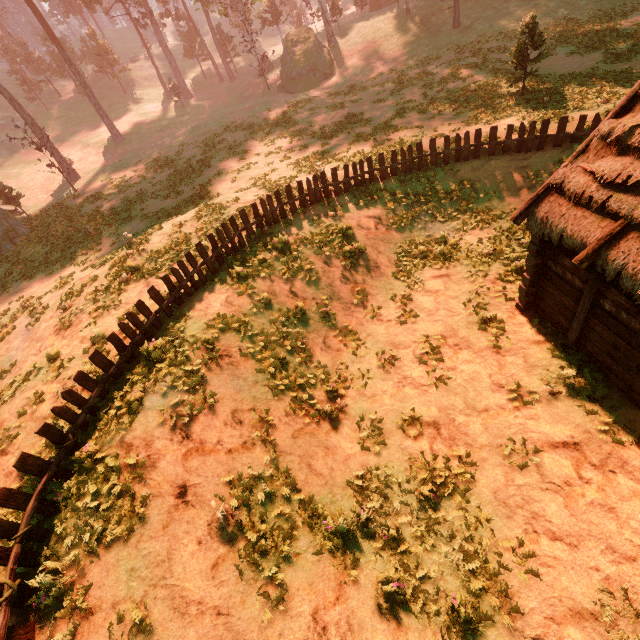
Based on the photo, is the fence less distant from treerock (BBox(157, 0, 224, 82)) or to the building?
the building

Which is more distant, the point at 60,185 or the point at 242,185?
the point at 60,185

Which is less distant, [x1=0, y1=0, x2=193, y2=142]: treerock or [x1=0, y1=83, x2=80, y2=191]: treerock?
[x1=0, y1=83, x2=80, y2=191]: treerock

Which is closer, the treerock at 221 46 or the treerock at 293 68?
the treerock at 293 68

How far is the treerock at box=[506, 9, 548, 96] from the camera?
16.1m

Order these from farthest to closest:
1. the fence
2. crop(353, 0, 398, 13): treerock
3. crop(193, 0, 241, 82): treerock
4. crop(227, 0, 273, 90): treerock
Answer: crop(353, 0, 398, 13): treerock
crop(193, 0, 241, 82): treerock
crop(227, 0, 273, 90): treerock
the fence

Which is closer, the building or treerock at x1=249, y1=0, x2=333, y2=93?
the building

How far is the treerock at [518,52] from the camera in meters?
16.1 m
